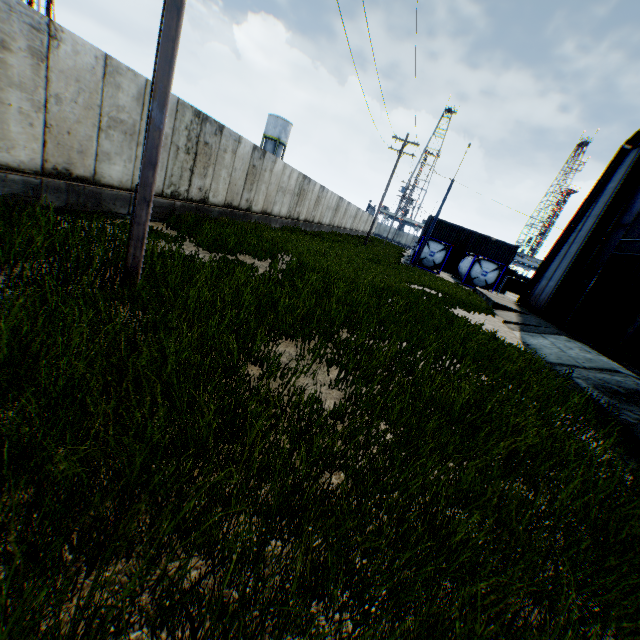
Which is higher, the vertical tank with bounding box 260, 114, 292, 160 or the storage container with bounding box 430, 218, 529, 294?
the vertical tank with bounding box 260, 114, 292, 160

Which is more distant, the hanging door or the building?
the building

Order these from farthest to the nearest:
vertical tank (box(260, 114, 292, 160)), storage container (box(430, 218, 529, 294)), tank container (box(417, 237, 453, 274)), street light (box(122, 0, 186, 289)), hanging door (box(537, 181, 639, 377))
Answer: vertical tank (box(260, 114, 292, 160)), storage container (box(430, 218, 529, 294)), tank container (box(417, 237, 453, 274)), hanging door (box(537, 181, 639, 377)), street light (box(122, 0, 186, 289))

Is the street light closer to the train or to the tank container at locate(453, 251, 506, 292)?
the train

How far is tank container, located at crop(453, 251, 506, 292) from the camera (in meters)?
30.12

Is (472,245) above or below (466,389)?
above

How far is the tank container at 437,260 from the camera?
30.94m

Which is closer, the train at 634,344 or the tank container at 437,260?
the train at 634,344
